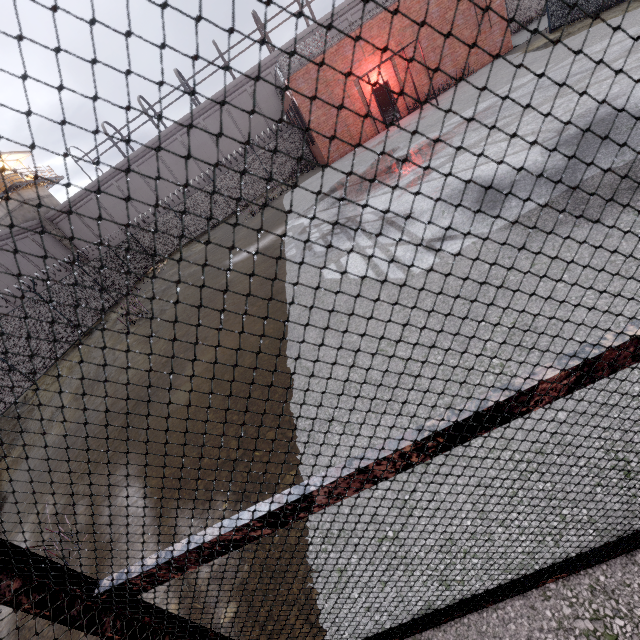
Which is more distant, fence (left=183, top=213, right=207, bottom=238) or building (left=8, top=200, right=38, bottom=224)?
→ building (left=8, top=200, right=38, bottom=224)

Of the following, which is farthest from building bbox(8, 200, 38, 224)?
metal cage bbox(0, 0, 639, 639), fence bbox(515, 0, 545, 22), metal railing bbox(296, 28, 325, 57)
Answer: metal railing bbox(296, 28, 325, 57)

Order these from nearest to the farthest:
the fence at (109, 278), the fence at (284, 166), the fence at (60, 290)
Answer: the fence at (60, 290), the fence at (109, 278), the fence at (284, 166)

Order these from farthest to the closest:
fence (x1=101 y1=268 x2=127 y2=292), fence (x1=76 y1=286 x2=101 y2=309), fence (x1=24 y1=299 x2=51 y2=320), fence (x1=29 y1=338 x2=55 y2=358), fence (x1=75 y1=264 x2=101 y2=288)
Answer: fence (x1=101 y1=268 x2=127 y2=292)
fence (x1=75 y1=264 x2=101 y2=288)
fence (x1=76 y1=286 x2=101 y2=309)
fence (x1=24 y1=299 x2=51 y2=320)
fence (x1=29 y1=338 x2=55 y2=358)

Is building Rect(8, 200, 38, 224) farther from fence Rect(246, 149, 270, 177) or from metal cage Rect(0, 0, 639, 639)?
fence Rect(246, 149, 270, 177)

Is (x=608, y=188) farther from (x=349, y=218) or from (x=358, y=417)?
(x=349, y=218)

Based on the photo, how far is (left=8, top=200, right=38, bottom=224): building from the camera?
29.3m

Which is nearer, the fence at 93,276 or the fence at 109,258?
the fence at 93,276
